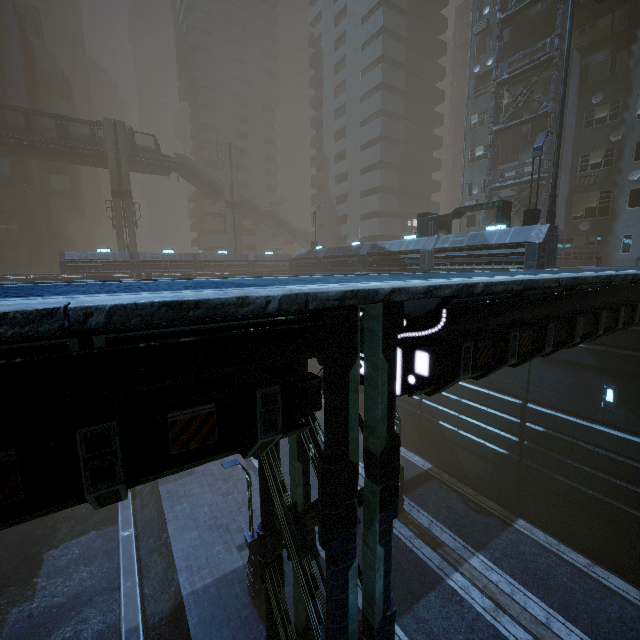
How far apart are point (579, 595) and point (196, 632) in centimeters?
1405cm

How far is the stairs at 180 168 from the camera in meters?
45.0

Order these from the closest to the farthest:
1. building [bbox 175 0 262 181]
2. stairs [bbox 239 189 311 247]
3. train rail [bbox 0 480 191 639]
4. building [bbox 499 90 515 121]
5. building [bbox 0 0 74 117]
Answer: train rail [bbox 0 480 191 639] < building [bbox 499 90 515 121] < building [bbox 0 0 74 117] < stairs [bbox 239 189 311 247] < building [bbox 175 0 262 181]

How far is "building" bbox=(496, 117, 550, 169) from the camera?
24.6m

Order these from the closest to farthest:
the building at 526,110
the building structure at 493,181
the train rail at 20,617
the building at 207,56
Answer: the train rail at 20,617, the building structure at 493,181, the building at 526,110, the building at 207,56

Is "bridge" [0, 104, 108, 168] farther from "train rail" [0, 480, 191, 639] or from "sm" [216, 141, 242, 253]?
"train rail" [0, 480, 191, 639]

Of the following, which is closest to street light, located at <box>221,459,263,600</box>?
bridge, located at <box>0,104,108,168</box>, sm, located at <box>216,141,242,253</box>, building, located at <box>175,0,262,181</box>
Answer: sm, located at <box>216,141,242,253</box>
